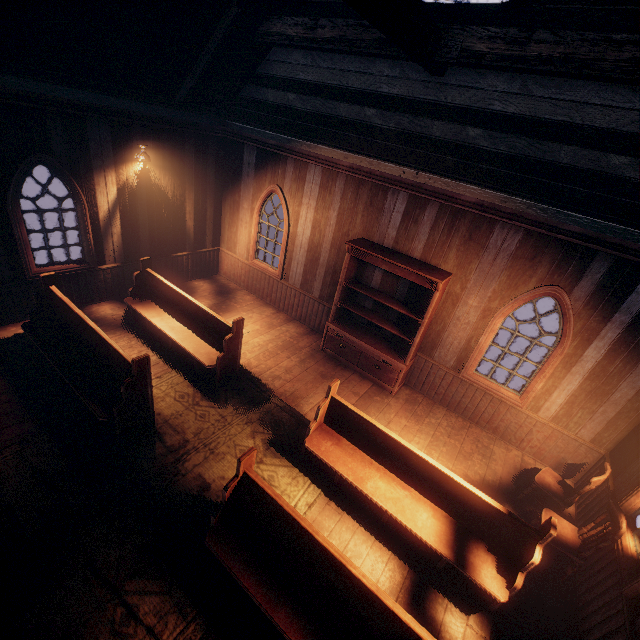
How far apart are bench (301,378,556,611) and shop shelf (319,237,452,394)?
1.9m

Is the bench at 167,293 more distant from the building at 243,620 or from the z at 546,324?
the z at 546,324

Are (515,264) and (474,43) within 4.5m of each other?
yes

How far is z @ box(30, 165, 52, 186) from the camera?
11.1 meters

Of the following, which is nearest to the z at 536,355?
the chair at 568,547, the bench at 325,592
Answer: the chair at 568,547

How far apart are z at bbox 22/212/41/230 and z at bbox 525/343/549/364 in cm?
1593

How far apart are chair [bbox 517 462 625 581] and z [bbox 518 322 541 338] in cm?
877

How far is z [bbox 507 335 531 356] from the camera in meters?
11.6
